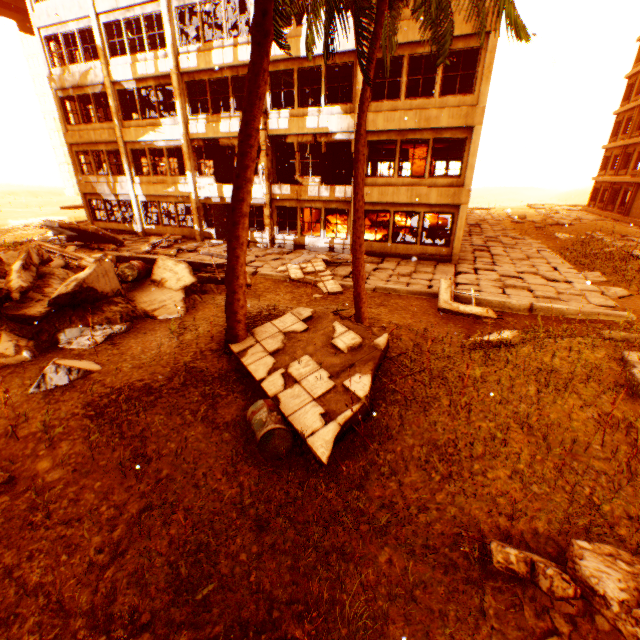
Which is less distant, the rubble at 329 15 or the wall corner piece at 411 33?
the rubble at 329 15

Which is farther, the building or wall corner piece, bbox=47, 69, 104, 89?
the building

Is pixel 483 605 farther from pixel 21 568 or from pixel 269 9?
pixel 269 9

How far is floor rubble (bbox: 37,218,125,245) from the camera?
16.23m

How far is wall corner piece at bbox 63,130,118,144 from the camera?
19.77m

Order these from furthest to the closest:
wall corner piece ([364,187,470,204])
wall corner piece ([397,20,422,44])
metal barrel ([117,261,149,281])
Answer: wall corner piece ([364,187,470,204])
wall corner piece ([397,20,422,44])
metal barrel ([117,261,149,281])

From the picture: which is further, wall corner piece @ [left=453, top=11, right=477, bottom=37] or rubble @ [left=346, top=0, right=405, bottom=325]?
wall corner piece @ [left=453, top=11, right=477, bottom=37]

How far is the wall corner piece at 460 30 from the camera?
11.8m
